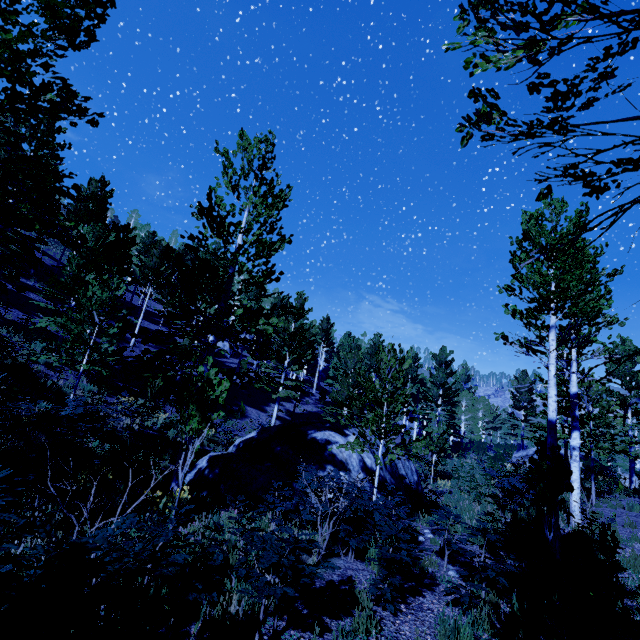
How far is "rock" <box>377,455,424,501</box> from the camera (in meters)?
11.73

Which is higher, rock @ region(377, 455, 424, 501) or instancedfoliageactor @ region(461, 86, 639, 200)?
instancedfoliageactor @ region(461, 86, 639, 200)

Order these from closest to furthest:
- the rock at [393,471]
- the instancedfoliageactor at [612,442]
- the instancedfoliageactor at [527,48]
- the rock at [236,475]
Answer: the instancedfoliageactor at [527,48] < the instancedfoliageactor at [612,442] < the rock at [236,475] < the rock at [393,471]

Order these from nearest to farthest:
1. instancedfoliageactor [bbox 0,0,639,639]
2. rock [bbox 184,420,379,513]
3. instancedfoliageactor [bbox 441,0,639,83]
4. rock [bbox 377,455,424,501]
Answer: instancedfoliageactor [bbox 441,0,639,83] → instancedfoliageactor [bbox 0,0,639,639] → rock [bbox 184,420,379,513] → rock [bbox 377,455,424,501]

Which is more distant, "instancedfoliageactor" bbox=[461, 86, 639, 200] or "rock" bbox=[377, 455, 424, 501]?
"rock" bbox=[377, 455, 424, 501]

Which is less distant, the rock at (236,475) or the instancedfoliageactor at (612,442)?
the instancedfoliageactor at (612,442)

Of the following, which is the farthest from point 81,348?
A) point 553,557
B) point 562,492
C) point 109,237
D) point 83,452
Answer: point 553,557
